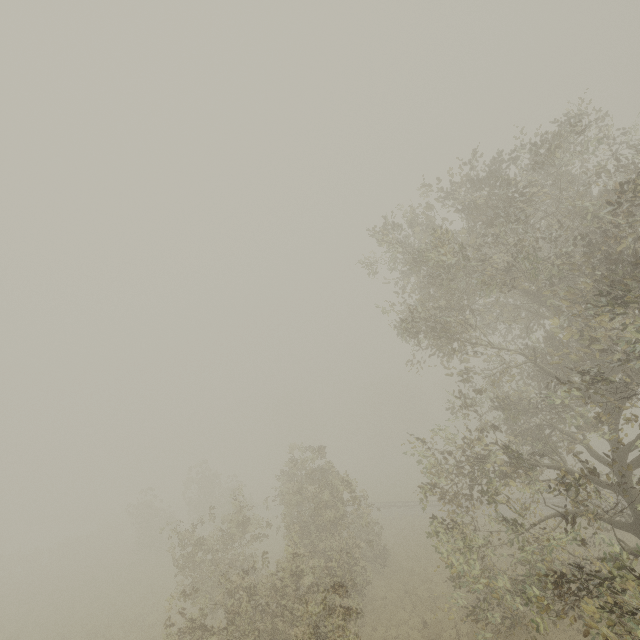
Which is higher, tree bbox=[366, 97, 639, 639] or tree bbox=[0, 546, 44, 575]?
tree bbox=[366, 97, 639, 639]

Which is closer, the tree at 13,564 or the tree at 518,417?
the tree at 518,417

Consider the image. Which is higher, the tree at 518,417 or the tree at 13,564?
the tree at 518,417

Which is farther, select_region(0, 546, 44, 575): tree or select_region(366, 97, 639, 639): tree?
select_region(0, 546, 44, 575): tree

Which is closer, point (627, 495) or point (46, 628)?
point (627, 495)
